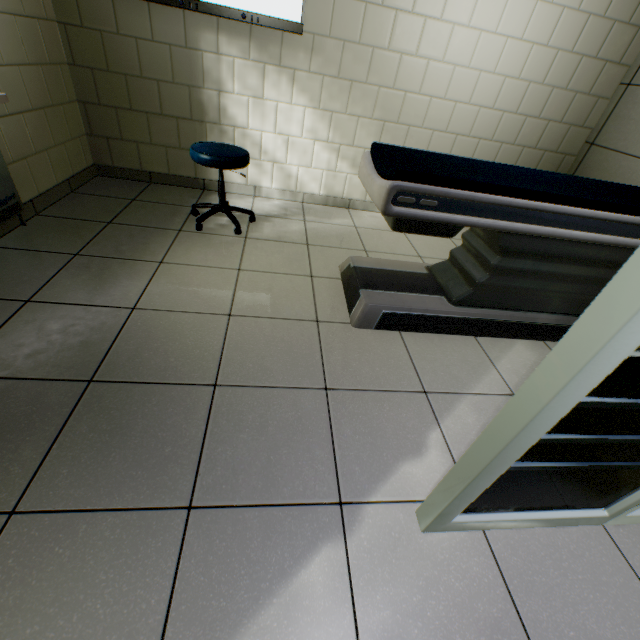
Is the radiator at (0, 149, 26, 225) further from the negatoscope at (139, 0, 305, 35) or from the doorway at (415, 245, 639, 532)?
the negatoscope at (139, 0, 305, 35)

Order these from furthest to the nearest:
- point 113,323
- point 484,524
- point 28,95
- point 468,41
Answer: point 468,41, point 28,95, point 113,323, point 484,524

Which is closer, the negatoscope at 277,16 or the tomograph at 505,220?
the tomograph at 505,220

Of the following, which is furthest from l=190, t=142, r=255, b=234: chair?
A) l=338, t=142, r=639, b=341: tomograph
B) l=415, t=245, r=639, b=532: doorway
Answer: l=415, t=245, r=639, b=532: doorway

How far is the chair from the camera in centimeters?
224cm

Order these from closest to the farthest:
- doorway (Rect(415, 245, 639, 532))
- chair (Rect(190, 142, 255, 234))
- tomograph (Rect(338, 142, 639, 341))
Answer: doorway (Rect(415, 245, 639, 532))
tomograph (Rect(338, 142, 639, 341))
chair (Rect(190, 142, 255, 234))

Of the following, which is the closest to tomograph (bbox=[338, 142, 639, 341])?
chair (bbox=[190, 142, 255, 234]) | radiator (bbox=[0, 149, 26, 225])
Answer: chair (bbox=[190, 142, 255, 234])

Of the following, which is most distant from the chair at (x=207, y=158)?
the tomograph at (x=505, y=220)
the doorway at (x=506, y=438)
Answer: the doorway at (x=506, y=438)
